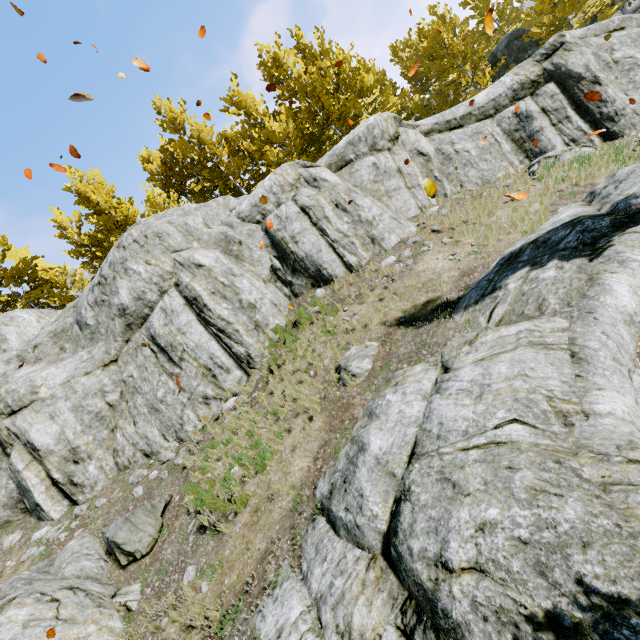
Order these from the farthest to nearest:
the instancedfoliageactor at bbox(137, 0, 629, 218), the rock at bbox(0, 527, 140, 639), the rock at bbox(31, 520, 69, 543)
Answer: the instancedfoliageactor at bbox(137, 0, 629, 218) < the rock at bbox(31, 520, 69, 543) < the rock at bbox(0, 527, 140, 639)

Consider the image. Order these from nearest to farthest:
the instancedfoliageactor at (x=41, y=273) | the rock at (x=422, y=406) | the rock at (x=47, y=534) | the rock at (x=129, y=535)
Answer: the rock at (x=422, y=406) < the rock at (x=129, y=535) < the rock at (x=47, y=534) < the instancedfoliageactor at (x=41, y=273)

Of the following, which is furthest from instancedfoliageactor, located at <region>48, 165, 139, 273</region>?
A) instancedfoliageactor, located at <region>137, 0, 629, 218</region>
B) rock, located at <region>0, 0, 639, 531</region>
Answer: instancedfoliageactor, located at <region>137, 0, 629, 218</region>

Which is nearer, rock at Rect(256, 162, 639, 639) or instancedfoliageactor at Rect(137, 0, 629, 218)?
rock at Rect(256, 162, 639, 639)

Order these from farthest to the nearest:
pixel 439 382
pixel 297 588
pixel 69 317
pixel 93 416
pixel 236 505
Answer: pixel 69 317 < pixel 93 416 < pixel 236 505 < pixel 439 382 < pixel 297 588

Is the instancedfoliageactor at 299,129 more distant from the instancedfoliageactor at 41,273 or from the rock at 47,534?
the instancedfoliageactor at 41,273

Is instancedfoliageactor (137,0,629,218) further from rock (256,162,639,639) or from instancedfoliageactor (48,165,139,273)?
instancedfoliageactor (48,165,139,273)

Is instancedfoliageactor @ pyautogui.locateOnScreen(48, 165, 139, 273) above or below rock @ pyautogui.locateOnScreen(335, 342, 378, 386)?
above
